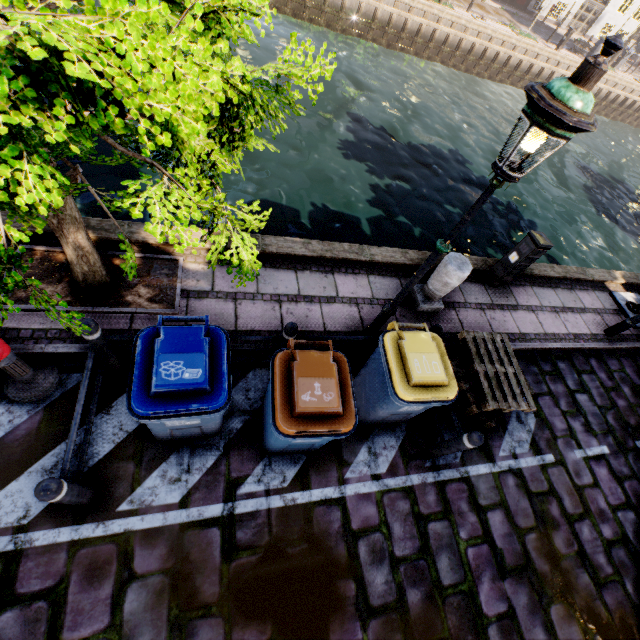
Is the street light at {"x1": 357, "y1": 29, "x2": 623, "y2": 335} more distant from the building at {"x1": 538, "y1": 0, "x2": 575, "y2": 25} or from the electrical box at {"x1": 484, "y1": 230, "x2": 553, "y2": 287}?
the building at {"x1": 538, "y1": 0, "x2": 575, "y2": 25}

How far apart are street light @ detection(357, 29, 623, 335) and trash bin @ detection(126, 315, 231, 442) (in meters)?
1.95

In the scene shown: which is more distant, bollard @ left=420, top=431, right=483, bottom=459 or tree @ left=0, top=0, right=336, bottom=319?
bollard @ left=420, top=431, right=483, bottom=459

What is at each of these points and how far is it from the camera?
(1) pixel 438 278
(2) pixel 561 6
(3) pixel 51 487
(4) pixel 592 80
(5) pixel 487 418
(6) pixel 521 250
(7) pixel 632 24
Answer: (1) pillar, 5.1m
(2) building, 32.8m
(3) bollard, 2.4m
(4) street light, 1.9m
(5) pallet, 4.8m
(6) electrical box, 6.0m
(7) building, 29.4m

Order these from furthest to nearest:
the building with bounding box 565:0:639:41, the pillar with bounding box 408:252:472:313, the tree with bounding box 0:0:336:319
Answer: the building with bounding box 565:0:639:41
the pillar with bounding box 408:252:472:313
the tree with bounding box 0:0:336:319

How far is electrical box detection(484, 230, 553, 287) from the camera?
5.7 meters

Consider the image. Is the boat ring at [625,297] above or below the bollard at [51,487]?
below

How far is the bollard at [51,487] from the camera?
2.3m
